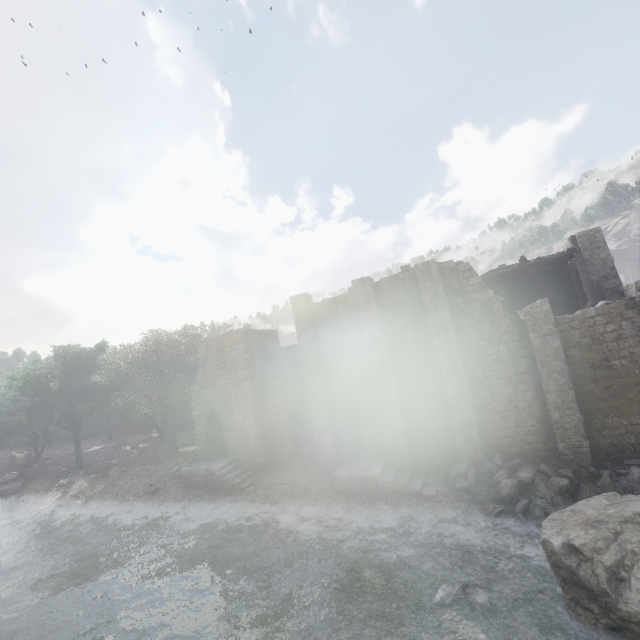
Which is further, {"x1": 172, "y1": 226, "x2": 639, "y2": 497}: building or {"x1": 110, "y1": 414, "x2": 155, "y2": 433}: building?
{"x1": 110, "y1": 414, "x2": 155, "y2": 433}: building

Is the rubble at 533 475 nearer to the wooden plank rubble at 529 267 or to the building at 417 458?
the building at 417 458

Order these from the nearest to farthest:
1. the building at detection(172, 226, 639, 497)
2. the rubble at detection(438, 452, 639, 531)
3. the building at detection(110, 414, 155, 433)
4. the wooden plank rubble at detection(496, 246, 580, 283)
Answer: the rubble at detection(438, 452, 639, 531)
the building at detection(172, 226, 639, 497)
the wooden plank rubble at detection(496, 246, 580, 283)
the building at detection(110, 414, 155, 433)

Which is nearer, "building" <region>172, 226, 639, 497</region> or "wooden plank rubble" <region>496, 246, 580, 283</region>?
"building" <region>172, 226, 639, 497</region>

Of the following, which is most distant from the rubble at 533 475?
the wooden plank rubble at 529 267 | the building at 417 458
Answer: the wooden plank rubble at 529 267

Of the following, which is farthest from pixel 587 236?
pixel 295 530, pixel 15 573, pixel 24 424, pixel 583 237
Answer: pixel 24 424

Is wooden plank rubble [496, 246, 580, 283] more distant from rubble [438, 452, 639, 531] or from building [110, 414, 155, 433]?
rubble [438, 452, 639, 531]
